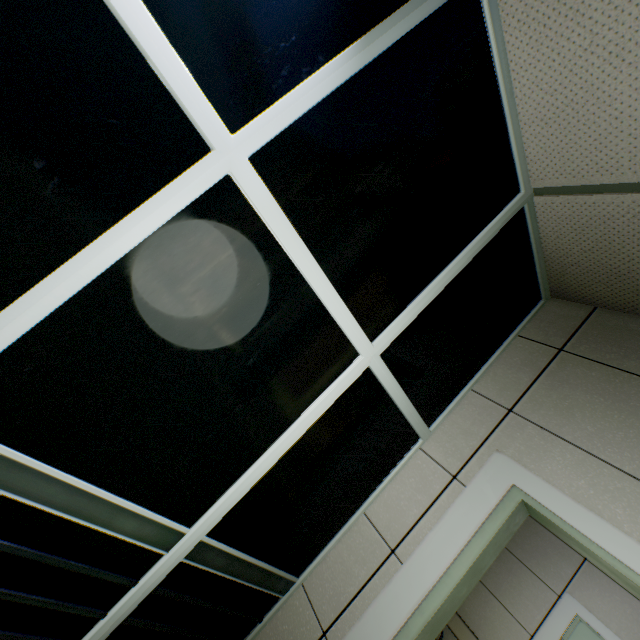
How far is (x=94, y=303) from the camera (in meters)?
0.94

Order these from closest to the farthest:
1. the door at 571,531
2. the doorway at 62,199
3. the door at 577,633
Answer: the doorway at 62,199
the door at 571,531
the door at 577,633

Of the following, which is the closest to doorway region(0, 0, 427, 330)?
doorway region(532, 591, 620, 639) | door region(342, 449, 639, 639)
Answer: door region(342, 449, 639, 639)

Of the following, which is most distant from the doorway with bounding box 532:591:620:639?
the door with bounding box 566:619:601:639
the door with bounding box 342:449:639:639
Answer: the door with bounding box 342:449:639:639

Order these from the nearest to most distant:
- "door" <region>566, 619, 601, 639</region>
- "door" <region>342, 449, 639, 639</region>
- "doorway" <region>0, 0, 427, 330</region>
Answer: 1. "doorway" <region>0, 0, 427, 330</region>
2. "door" <region>342, 449, 639, 639</region>
3. "door" <region>566, 619, 601, 639</region>

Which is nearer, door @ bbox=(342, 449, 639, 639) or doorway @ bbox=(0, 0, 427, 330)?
doorway @ bbox=(0, 0, 427, 330)

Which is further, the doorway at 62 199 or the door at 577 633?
the door at 577 633
